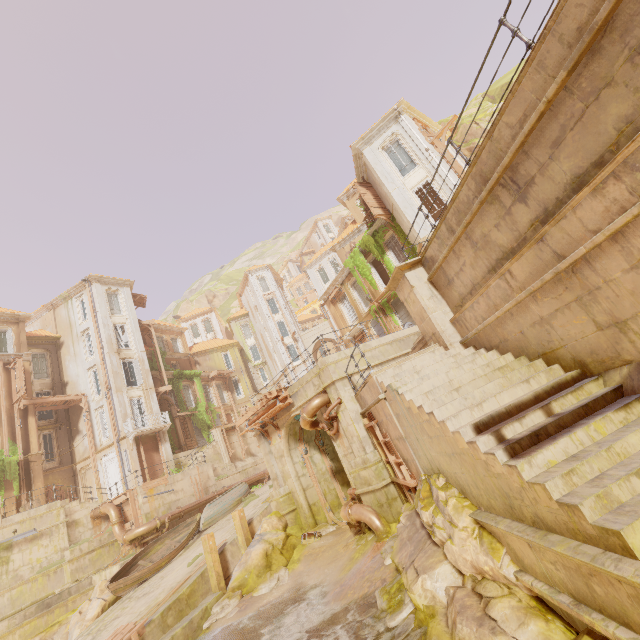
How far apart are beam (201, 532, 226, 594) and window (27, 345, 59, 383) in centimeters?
A: 2490cm

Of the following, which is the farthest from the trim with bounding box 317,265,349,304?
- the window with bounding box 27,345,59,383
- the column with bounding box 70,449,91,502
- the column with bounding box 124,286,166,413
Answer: the window with bounding box 27,345,59,383

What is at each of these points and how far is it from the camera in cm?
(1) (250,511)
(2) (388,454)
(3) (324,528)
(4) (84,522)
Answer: (1) walkway, 1738
(2) wood, 1032
(3) rubble, 1479
(4) stairs, 1944

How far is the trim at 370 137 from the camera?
20.2 meters

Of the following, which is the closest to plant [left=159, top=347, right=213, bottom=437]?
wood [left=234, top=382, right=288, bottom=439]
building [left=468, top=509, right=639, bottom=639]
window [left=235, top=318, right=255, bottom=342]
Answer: wood [left=234, top=382, right=288, bottom=439]

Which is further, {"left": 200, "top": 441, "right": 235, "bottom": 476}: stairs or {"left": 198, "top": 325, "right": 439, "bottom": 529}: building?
{"left": 200, "top": 441, "right": 235, "bottom": 476}: stairs

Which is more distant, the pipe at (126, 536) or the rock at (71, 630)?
the pipe at (126, 536)

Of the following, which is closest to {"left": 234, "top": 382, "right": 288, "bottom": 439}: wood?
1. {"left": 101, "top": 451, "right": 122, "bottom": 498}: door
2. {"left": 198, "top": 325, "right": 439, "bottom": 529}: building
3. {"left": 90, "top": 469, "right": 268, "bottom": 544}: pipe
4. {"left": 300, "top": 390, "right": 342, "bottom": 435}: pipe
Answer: {"left": 198, "top": 325, "right": 439, "bottom": 529}: building
